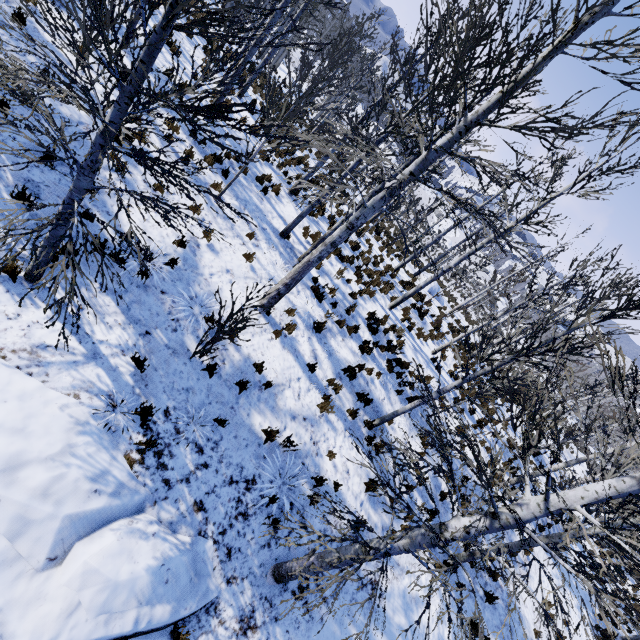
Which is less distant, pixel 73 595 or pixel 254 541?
pixel 73 595

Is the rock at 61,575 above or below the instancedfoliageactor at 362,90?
below

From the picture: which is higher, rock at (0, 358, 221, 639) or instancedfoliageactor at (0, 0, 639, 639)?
instancedfoliageactor at (0, 0, 639, 639)
